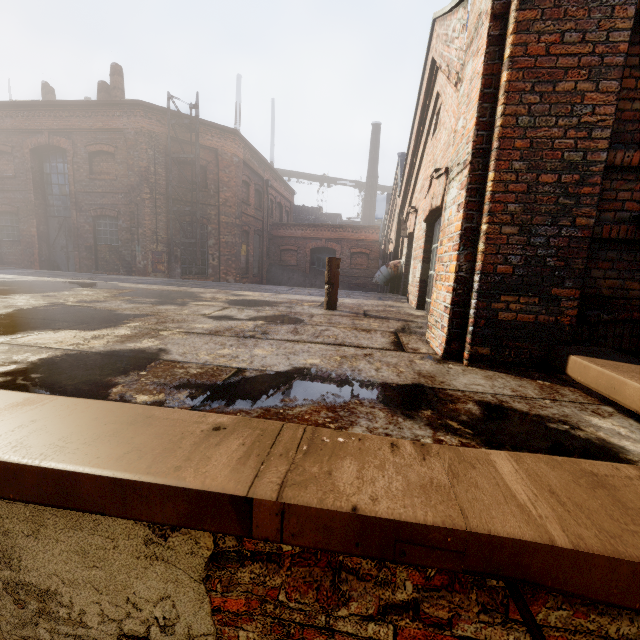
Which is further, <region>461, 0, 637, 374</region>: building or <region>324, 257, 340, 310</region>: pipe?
<region>324, 257, 340, 310</region>: pipe

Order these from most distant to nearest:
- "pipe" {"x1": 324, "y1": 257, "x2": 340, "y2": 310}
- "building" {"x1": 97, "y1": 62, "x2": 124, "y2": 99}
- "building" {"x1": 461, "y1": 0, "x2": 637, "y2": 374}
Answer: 1. "building" {"x1": 97, "y1": 62, "x2": 124, "y2": 99}
2. "pipe" {"x1": 324, "y1": 257, "x2": 340, "y2": 310}
3. "building" {"x1": 461, "y1": 0, "x2": 637, "y2": 374}

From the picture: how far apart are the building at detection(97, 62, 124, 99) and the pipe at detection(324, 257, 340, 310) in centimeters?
1523cm

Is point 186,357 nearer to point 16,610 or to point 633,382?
point 16,610

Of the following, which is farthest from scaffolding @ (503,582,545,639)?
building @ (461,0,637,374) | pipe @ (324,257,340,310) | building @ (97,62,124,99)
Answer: building @ (97,62,124,99)

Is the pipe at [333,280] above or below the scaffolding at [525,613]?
above

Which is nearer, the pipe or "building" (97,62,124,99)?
the pipe

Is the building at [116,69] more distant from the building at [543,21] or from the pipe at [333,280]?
the building at [543,21]
